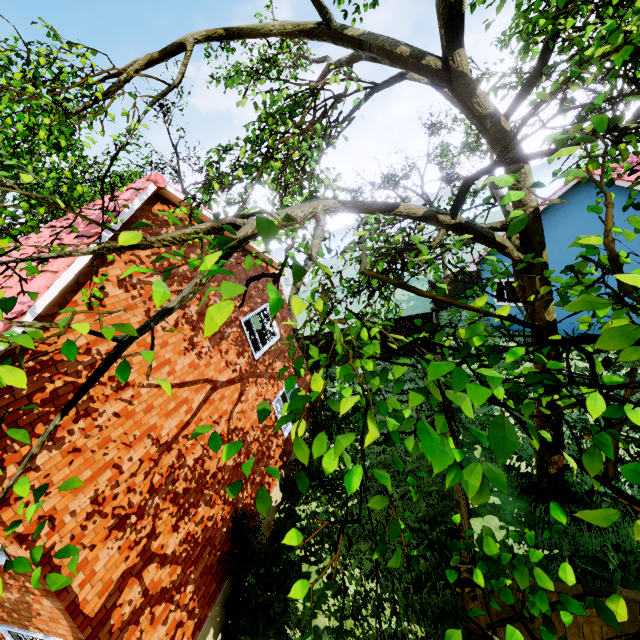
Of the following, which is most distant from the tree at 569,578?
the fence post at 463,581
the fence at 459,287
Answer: the fence post at 463,581

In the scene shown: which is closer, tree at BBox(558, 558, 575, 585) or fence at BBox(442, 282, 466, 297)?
tree at BBox(558, 558, 575, 585)

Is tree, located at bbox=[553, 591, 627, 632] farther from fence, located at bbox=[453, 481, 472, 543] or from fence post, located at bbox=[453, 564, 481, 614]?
fence post, located at bbox=[453, 564, 481, 614]

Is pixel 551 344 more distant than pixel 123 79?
No

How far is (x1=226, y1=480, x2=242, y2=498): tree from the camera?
1.58m

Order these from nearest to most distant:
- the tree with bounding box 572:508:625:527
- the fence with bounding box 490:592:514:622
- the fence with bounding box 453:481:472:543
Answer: the tree with bounding box 572:508:625:527, the fence with bounding box 490:592:514:622, the fence with bounding box 453:481:472:543

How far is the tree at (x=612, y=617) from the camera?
1.6m
